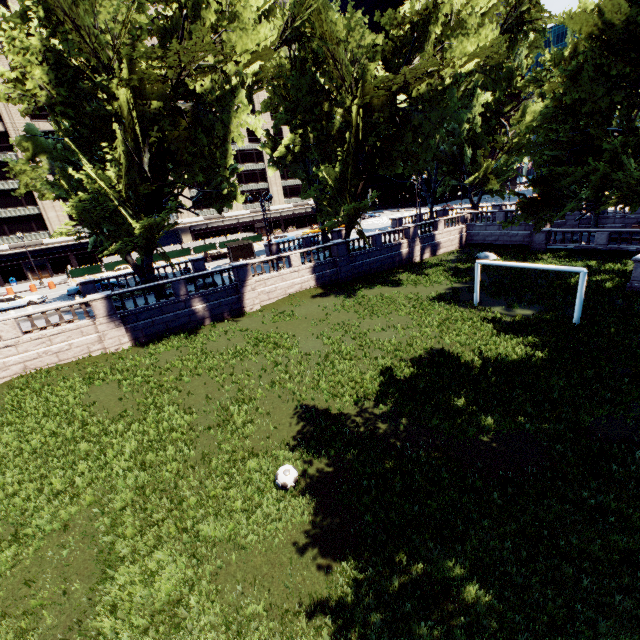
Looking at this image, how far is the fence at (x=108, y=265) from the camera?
44.4 meters

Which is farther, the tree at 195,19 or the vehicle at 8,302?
the vehicle at 8,302

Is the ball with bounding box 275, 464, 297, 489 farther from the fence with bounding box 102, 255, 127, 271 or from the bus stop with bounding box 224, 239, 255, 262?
the fence with bounding box 102, 255, 127, 271

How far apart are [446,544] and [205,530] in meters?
6.1 m

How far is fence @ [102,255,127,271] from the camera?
44.44m

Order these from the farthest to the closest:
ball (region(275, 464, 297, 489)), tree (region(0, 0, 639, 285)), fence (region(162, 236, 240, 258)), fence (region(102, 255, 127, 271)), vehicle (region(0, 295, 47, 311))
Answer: fence (region(162, 236, 240, 258)) → fence (region(102, 255, 127, 271)) → vehicle (region(0, 295, 47, 311)) → tree (region(0, 0, 639, 285)) → ball (region(275, 464, 297, 489))

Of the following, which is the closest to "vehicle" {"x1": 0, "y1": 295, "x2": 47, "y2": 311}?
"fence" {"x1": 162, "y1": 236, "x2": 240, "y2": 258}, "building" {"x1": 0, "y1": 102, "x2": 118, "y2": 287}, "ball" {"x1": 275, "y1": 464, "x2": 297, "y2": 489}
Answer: "fence" {"x1": 162, "y1": 236, "x2": 240, "y2": 258}
